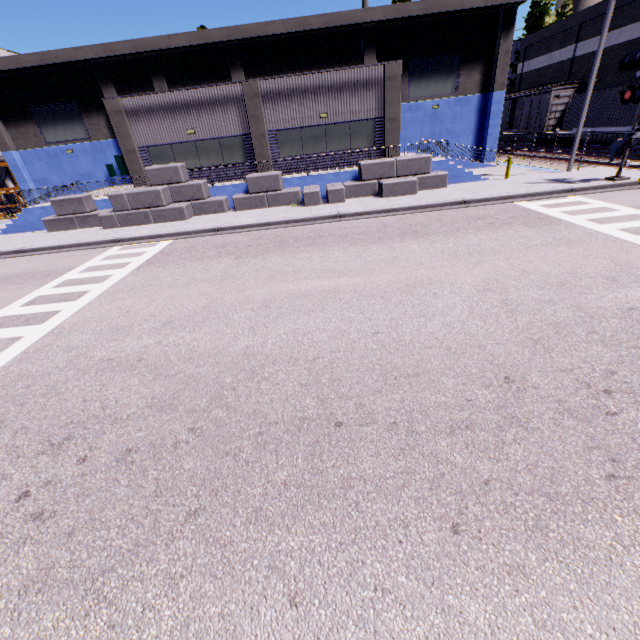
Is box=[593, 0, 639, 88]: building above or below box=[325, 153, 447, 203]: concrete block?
above

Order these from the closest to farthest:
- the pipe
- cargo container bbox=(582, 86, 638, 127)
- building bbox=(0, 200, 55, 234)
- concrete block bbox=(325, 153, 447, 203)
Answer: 1. concrete block bbox=(325, 153, 447, 203)
2. building bbox=(0, 200, 55, 234)
3. cargo container bbox=(582, 86, 638, 127)
4. the pipe

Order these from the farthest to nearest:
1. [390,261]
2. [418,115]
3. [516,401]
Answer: [418,115], [390,261], [516,401]

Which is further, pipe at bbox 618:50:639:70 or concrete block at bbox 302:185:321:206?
pipe at bbox 618:50:639:70

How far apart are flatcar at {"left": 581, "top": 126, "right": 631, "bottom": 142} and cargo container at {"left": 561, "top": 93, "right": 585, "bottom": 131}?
0.0m

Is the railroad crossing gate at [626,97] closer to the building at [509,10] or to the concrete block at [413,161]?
the concrete block at [413,161]

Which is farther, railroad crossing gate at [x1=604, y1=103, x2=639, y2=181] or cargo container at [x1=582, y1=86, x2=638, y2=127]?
cargo container at [x1=582, y1=86, x2=638, y2=127]

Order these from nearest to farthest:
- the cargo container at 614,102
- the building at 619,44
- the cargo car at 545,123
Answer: the cargo container at 614,102 → the building at 619,44 → the cargo car at 545,123
